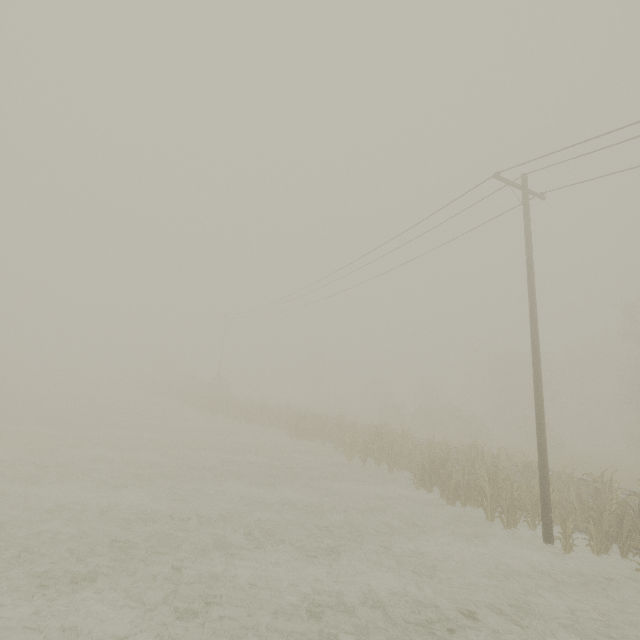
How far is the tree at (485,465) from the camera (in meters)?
11.41

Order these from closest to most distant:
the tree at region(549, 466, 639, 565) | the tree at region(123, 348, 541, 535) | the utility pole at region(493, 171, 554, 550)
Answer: the tree at region(549, 466, 639, 565), the utility pole at region(493, 171, 554, 550), the tree at region(123, 348, 541, 535)

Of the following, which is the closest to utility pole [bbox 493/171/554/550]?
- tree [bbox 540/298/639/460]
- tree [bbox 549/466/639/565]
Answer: tree [bbox 549/466/639/565]

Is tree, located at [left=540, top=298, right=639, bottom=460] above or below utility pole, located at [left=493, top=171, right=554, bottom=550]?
above

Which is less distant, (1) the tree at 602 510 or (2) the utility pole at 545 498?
(1) the tree at 602 510

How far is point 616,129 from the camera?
8.9 meters

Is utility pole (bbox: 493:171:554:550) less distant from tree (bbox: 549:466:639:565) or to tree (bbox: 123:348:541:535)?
tree (bbox: 549:466:639:565)
